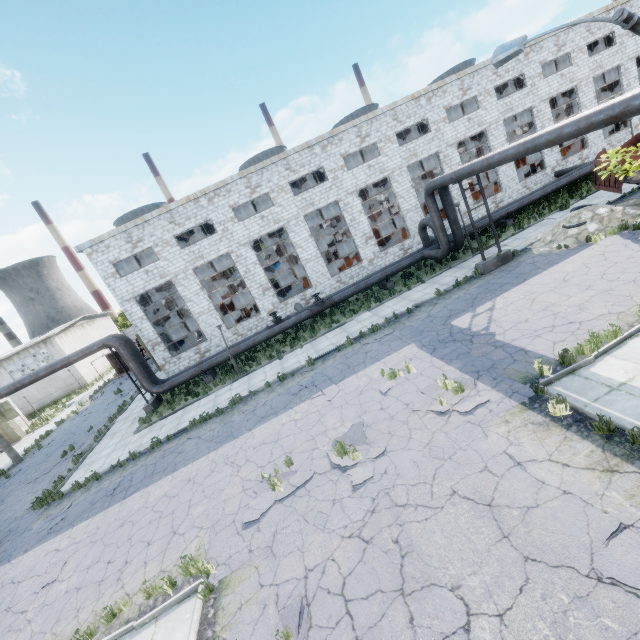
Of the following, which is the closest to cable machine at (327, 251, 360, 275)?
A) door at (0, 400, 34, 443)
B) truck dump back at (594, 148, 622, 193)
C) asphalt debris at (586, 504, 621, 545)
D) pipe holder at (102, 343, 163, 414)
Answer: pipe holder at (102, 343, 163, 414)

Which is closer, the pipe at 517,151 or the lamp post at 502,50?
the lamp post at 502,50

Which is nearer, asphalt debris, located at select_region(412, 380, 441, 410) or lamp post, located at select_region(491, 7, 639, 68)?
lamp post, located at select_region(491, 7, 639, 68)

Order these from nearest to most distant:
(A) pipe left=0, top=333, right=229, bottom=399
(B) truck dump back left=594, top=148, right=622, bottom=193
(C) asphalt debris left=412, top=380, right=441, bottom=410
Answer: (C) asphalt debris left=412, top=380, right=441, bottom=410 < (B) truck dump back left=594, top=148, right=622, bottom=193 < (A) pipe left=0, top=333, right=229, bottom=399

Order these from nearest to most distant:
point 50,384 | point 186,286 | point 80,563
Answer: point 80,563 → point 186,286 → point 50,384

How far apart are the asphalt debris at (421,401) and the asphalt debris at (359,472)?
1.4m

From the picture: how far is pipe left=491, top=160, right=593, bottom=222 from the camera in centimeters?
2245cm

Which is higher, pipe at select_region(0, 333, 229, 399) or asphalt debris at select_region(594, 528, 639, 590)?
pipe at select_region(0, 333, 229, 399)
